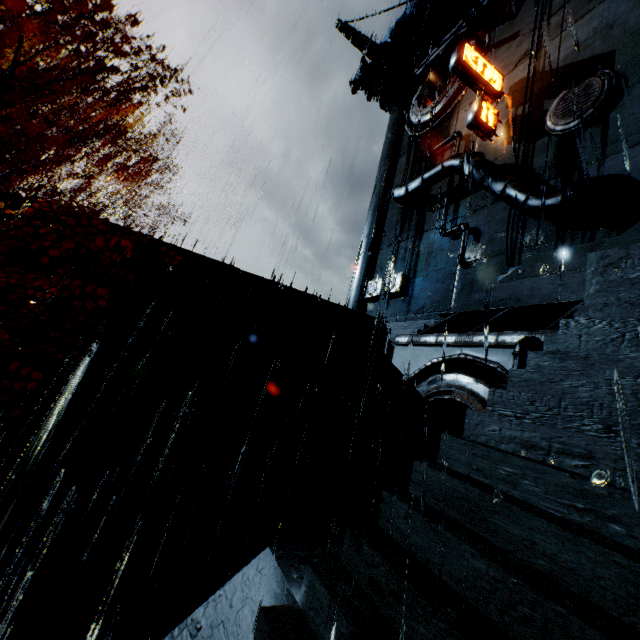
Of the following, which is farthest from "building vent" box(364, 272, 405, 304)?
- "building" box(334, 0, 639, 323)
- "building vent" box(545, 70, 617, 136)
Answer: "building vent" box(545, 70, 617, 136)

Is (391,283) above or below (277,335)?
above

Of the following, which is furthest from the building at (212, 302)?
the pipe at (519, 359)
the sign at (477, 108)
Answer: the pipe at (519, 359)

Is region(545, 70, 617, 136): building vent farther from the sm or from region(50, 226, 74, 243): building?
the sm

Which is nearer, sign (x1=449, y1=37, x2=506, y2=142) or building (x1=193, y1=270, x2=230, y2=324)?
building (x1=193, y1=270, x2=230, y2=324)

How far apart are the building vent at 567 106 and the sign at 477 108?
3.7 meters

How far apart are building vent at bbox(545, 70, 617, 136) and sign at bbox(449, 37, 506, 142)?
3.7 meters

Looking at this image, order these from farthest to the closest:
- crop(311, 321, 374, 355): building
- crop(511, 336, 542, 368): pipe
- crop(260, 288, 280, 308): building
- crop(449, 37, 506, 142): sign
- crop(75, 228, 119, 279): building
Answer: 1. crop(449, 37, 506, 142): sign
2. crop(311, 321, 374, 355): building
3. crop(260, 288, 280, 308): building
4. crop(75, 228, 119, 279): building
5. crop(511, 336, 542, 368): pipe
